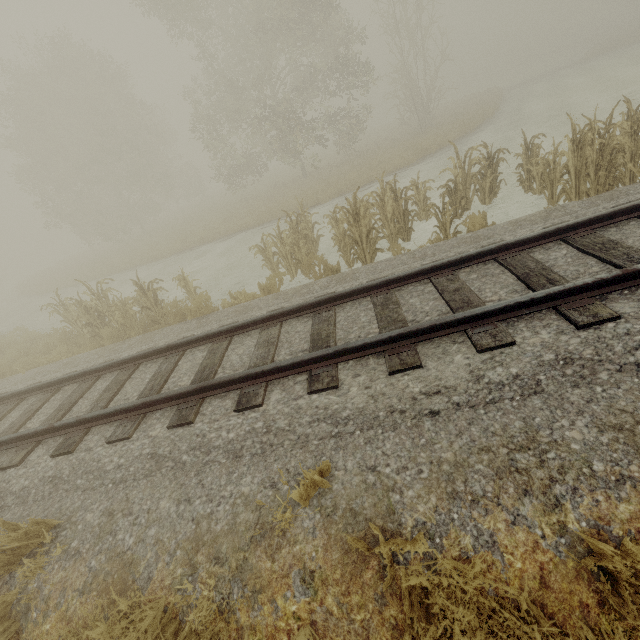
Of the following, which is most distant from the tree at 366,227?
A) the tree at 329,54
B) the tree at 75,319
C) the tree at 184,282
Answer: the tree at 329,54

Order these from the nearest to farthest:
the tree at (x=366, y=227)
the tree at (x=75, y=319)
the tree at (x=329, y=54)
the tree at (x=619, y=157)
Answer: the tree at (x=619, y=157)
the tree at (x=366, y=227)
the tree at (x=75, y=319)
the tree at (x=329, y=54)

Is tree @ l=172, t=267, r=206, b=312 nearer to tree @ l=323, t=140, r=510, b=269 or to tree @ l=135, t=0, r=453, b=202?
tree @ l=323, t=140, r=510, b=269

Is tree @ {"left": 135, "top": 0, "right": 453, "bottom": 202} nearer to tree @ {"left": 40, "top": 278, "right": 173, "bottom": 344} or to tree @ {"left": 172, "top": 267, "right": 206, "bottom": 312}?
tree @ {"left": 172, "top": 267, "right": 206, "bottom": 312}

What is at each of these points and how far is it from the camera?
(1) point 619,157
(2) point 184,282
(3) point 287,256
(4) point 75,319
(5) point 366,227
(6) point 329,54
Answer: (1) tree, 6.4m
(2) tree, 9.2m
(3) tree, 9.1m
(4) tree, 9.1m
(5) tree, 7.5m
(6) tree, 22.3m

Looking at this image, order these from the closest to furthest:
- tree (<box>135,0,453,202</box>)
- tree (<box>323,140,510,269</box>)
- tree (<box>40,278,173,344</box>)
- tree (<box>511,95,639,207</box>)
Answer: tree (<box>511,95,639,207</box>), tree (<box>323,140,510,269</box>), tree (<box>40,278,173,344</box>), tree (<box>135,0,453,202</box>)

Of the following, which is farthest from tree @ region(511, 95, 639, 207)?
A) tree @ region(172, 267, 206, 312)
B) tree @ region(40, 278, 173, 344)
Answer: tree @ region(40, 278, 173, 344)

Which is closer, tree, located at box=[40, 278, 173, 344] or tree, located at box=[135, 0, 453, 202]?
tree, located at box=[40, 278, 173, 344]
